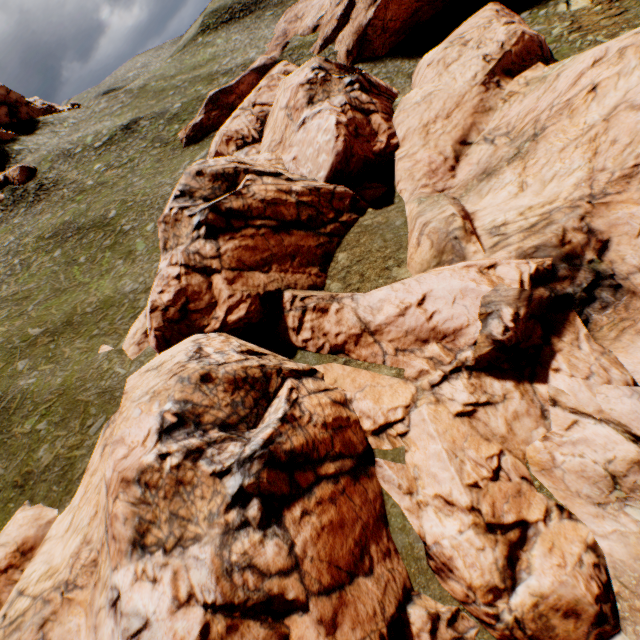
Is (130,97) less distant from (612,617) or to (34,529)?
(34,529)

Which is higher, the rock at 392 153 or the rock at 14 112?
the rock at 14 112

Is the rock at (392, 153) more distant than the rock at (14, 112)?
No

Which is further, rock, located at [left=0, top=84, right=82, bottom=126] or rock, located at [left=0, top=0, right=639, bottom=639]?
rock, located at [left=0, top=84, right=82, bottom=126]

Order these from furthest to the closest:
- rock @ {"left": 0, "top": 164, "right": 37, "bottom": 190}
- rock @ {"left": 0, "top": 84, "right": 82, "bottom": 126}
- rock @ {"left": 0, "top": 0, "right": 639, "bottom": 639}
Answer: rock @ {"left": 0, "top": 84, "right": 82, "bottom": 126}
rock @ {"left": 0, "top": 164, "right": 37, "bottom": 190}
rock @ {"left": 0, "top": 0, "right": 639, "bottom": 639}

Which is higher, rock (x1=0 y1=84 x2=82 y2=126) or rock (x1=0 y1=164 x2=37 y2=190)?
rock (x1=0 y1=84 x2=82 y2=126)

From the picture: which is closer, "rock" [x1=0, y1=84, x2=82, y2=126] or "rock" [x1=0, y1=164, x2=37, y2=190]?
"rock" [x1=0, y1=164, x2=37, y2=190]
